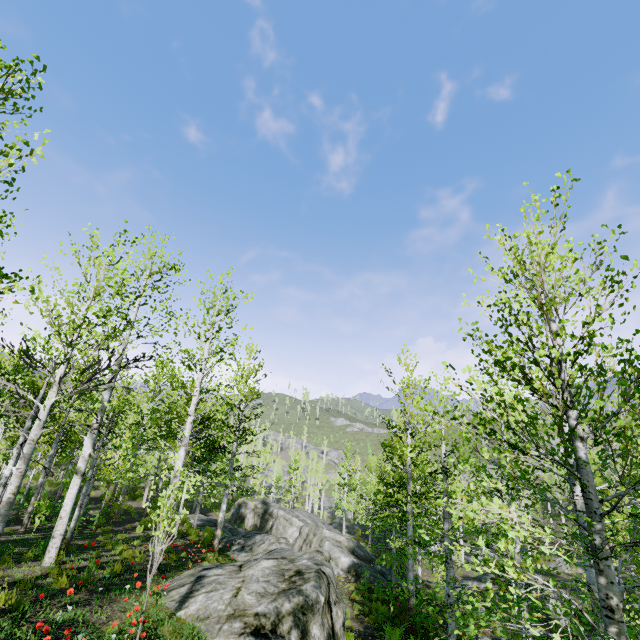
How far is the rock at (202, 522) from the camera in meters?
25.6 m

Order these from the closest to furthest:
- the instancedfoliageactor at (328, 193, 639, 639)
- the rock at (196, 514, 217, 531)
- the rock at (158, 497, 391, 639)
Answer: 1. the instancedfoliageactor at (328, 193, 639, 639)
2. the rock at (158, 497, 391, 639)
3. the rock at (196, 514, 217, 531)

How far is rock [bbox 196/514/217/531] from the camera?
25.57m

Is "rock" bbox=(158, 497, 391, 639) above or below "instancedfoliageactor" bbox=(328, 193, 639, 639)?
below

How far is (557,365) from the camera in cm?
495

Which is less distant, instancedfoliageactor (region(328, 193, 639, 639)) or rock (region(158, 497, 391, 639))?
instancedfoliageactor (region(328, 193, 639, 639))

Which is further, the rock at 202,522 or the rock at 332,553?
the rock at 202,522
